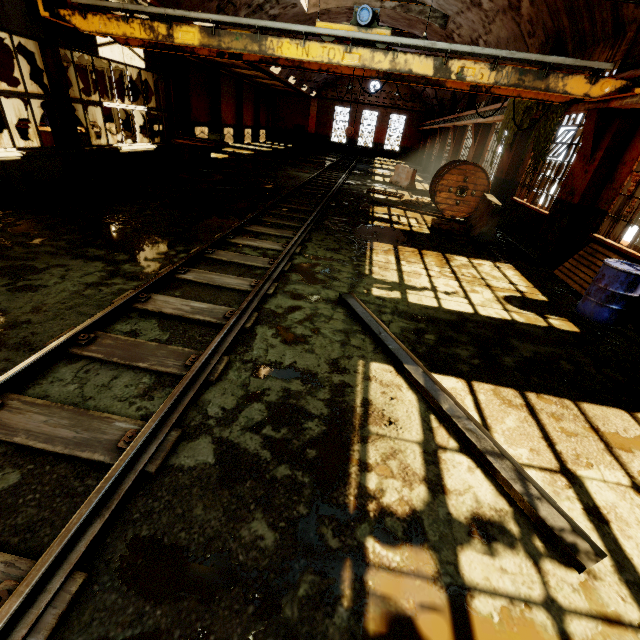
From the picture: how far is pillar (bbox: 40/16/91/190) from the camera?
7.2 meters

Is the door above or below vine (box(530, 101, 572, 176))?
below

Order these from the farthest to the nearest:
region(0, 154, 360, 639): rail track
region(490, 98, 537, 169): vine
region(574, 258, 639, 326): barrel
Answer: region(490, 98, 537, 169): vine
region(574, 258, 639, 326): barrel
region(0, 154, 360, 639): rail track

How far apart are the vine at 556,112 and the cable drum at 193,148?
10.3m

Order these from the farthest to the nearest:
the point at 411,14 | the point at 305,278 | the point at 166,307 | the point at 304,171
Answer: the point at 304,171 → the point at 411,14 → the point at 305,278 → the point at 166,307

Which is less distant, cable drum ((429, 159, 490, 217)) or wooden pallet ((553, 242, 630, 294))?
wooden pallet ((553, 242, 630, 294))

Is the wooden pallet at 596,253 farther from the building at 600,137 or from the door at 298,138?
the door at 298,138

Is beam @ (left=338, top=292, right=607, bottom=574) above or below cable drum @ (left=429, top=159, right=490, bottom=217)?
below
